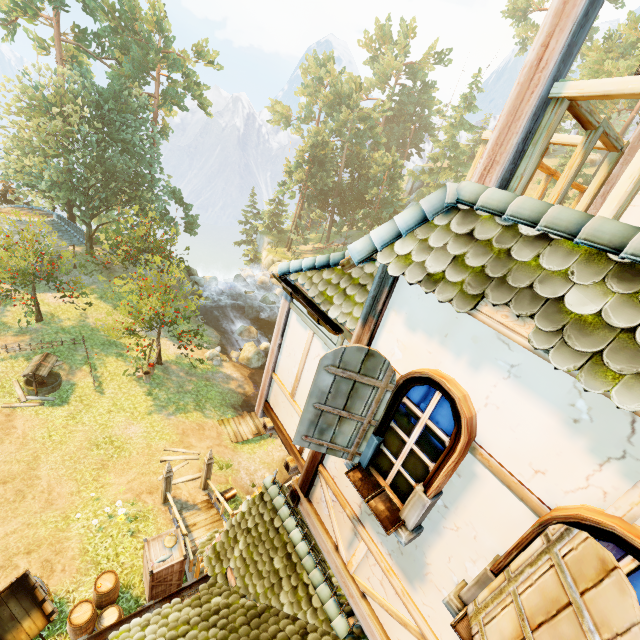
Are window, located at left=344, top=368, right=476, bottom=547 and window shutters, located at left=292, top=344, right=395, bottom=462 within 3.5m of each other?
yes

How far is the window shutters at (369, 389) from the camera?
2.9 meters

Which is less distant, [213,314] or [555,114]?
[555,114]

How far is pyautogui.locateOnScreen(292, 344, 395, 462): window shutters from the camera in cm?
292

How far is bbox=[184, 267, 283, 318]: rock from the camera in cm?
3509

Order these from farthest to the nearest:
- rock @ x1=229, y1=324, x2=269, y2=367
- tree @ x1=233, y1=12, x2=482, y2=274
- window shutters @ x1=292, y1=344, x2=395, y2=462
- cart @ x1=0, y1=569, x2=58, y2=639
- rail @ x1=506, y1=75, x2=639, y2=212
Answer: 1. tree @ x1=233, y1=12, x2=482, y2=274
2. rock @ x1=229, y1=324, x2=269, y2=367
3. cart @ x1=0, y1=569, x2=58, y2=639
4. window shutters @ x1=292, y1=344, x2=395, y2=462
5. rail @ x1=506, y1=75, x2=639, y2=212

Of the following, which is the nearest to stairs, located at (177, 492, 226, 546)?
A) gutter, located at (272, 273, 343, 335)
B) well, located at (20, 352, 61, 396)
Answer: well, located at (20, 352, 61, 396)

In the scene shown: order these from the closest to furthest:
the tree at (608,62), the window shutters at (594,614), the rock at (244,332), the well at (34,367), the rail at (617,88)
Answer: the window shutters at (594,614) < the rail at (617,88) < the well at (34,367) < the rock at (244,332) < the tree at (608,62)
